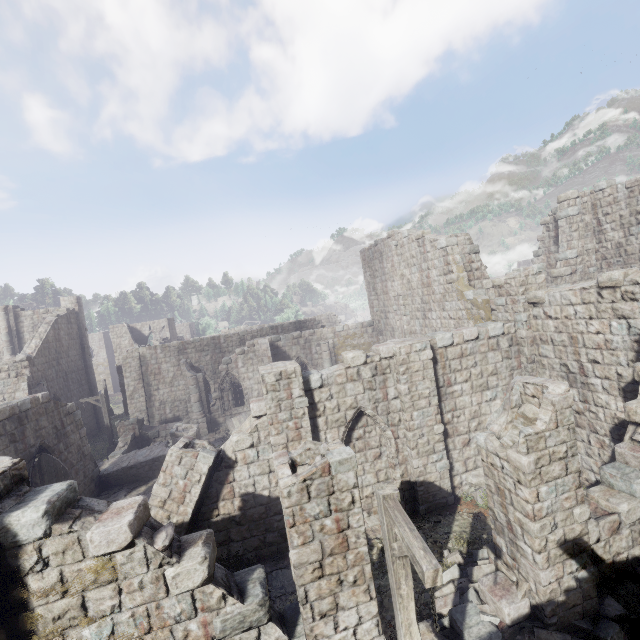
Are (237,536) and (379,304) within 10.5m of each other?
no

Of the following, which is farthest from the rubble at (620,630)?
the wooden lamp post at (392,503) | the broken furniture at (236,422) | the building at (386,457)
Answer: the broken furniture at (236,422)

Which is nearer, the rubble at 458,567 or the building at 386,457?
the building at 386,457

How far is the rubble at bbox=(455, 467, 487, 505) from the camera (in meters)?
11.27

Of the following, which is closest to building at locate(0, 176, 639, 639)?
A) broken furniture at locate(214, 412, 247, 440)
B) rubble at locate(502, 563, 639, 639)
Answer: rubble at locate(502, 563, 639, 639)

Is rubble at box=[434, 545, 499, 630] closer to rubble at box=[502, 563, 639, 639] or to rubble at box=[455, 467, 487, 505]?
rubble at box=[502, 563, 639, 639]

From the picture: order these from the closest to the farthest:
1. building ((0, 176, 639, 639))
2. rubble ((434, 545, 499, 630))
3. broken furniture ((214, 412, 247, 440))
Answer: building ((0, 176, 639, 639)) < rubble ((434, 545, 499, 630)) < broken furniture ((214, 412, 247, 440))

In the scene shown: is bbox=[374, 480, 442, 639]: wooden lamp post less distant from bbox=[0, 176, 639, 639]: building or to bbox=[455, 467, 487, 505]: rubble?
bbox=[0, 176, 639, 639]: building
